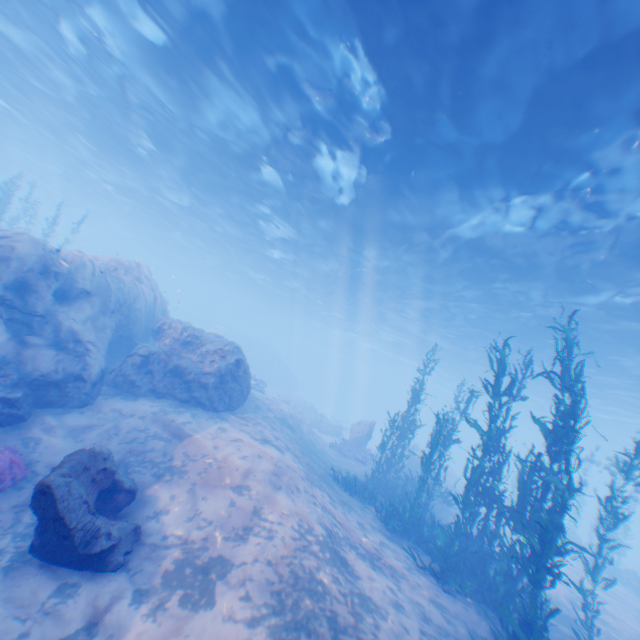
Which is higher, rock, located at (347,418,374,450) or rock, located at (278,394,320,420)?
rock, located at (347,418,374,450)

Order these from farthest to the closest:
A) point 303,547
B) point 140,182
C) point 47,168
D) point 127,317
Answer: point 47,168
point 140,182
point 127,317
point 303,547

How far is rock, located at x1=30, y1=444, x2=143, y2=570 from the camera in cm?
504

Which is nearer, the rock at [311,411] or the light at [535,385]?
the light at [535,385]

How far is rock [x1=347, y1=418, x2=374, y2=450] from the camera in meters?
22.0 m

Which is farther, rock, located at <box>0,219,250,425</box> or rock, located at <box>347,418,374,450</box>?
rock, located at <box>347,418,374,450</box>

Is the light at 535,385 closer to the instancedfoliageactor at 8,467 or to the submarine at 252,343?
the submarine at 252,343

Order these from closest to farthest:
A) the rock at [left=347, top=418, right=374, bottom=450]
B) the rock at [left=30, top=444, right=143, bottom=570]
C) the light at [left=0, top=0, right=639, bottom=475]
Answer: the rock at [left=30, top=444, right=143, bottom=570] → the light at [left=0, top=0, right=639, bottom=475] → the rock at [left=347, top=418, right=374, bottom=450]
